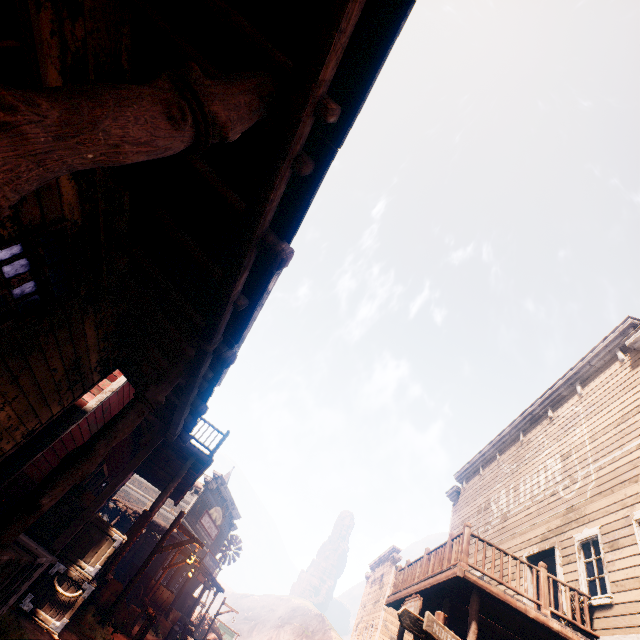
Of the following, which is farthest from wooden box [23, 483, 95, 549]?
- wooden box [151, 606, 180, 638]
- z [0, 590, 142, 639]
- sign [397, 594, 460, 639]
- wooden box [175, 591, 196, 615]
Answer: wooden box [175, 591, 196, 615]

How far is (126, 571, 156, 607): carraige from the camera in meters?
15.8

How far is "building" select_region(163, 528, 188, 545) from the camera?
20.28m

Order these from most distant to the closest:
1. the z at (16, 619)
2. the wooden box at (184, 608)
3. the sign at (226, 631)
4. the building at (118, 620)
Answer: the sign at (226, 631) → the wooden box at (184, 608) → the building at (118, 620) → the z at (16, 619)

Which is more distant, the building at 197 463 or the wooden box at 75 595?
the wooden box at 75 595

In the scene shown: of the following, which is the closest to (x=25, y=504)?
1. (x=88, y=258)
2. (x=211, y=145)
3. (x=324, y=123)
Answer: (x=88, y=258)

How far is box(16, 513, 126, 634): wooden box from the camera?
6.5 meters

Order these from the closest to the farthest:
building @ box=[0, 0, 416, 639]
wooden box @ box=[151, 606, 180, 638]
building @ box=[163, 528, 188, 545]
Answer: building @ box=[0, 0, 416, 639] → wooden box @ box=[151, 606, 180, 638] → building @ box=[163, 528, 188, 545]
